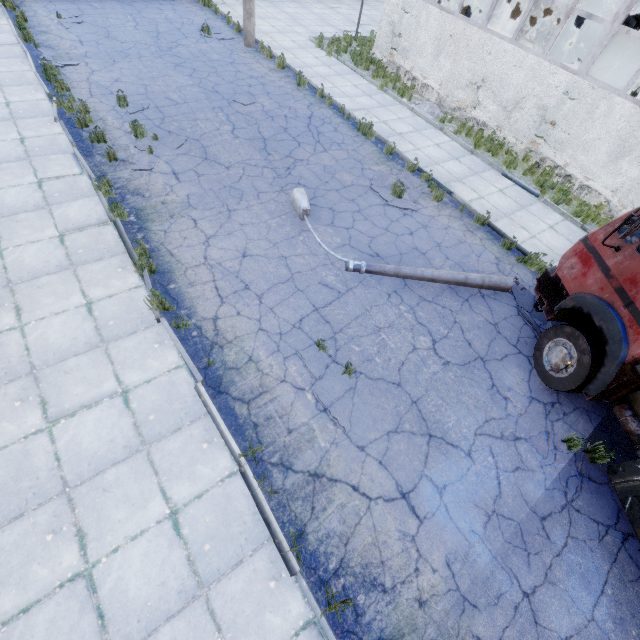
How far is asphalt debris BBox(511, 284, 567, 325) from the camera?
7.5 meters

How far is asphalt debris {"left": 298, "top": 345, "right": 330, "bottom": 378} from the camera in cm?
580

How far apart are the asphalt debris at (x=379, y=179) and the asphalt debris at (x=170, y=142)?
5.51m

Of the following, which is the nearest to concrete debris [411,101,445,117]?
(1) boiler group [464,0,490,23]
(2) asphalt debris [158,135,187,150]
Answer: (1) boiler group [464,0,490,23]

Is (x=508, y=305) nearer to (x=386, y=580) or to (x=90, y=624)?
(x=386, y=580)

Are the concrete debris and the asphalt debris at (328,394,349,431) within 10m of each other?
no

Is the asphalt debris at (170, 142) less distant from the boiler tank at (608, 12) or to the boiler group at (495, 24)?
the boiler group at (495, 24)

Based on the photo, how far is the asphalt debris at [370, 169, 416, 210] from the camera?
9.2m
